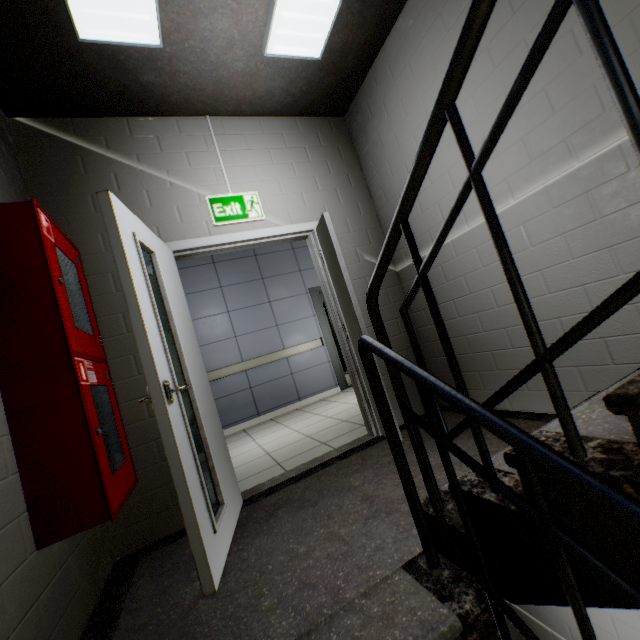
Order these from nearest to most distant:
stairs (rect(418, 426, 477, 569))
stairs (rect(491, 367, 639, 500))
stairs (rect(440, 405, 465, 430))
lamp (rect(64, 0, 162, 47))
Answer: stairs (rect(491, 367, 639, 500)) < stairs (rect(418, 426, 477, 569)) < lamp (rect(64, 0, 162, 47)) < stairs (rect(440, 405, 465, 430))

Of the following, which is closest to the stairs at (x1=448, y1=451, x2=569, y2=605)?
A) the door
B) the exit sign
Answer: the door

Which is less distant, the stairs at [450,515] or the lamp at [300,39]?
the stairs at [450,515]

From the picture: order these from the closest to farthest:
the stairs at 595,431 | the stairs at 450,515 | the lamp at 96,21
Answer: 1. the stairs at 595,431
2. the stairs at 450,515
3. the lamp at 96,21

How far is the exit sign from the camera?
2.8m

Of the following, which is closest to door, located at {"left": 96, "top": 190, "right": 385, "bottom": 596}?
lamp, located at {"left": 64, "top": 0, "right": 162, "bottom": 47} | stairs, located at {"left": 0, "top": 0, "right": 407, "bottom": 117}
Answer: stairs, located at {"left": 0, "top": 0, "right": 407, "bottom": 117}

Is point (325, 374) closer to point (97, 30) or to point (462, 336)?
point (462, 336)

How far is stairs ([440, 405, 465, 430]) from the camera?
2.7 meters
